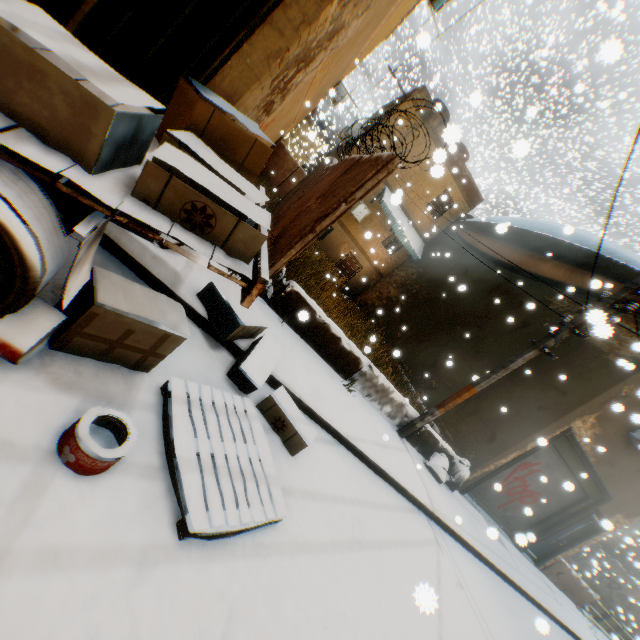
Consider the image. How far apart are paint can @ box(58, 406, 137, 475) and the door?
11.2m

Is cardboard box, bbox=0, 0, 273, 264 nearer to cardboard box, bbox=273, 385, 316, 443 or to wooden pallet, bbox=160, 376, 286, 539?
cardboard box, bbox=273, 385, 316, 443

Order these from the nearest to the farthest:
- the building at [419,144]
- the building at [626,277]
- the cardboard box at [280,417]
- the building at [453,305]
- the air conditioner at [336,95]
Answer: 1. the cardboard box at [280,417]
2. the air conditioner at [336,95]
3. the building at [626,277]
4. the building at [453,305]
5. the building at [419,144]

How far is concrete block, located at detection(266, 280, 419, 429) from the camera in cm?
591

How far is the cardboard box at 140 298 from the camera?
2.2 meters

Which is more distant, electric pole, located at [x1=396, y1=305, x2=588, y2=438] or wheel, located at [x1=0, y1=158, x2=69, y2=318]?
electric pole, located at [x1=396, y1=305, x2=588, y2=438]

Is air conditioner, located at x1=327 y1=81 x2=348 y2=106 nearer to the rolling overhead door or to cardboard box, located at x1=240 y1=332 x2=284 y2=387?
the rolling overhead door

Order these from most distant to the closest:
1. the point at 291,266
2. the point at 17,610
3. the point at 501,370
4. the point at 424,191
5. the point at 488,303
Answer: the point at 424,191 < the point at 488,303 < the point at 291,266 < the point at 501,370 < the point at 17,610
